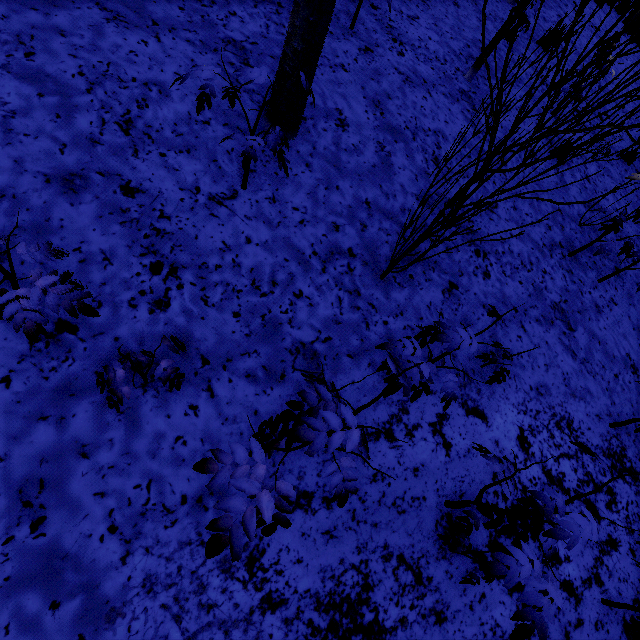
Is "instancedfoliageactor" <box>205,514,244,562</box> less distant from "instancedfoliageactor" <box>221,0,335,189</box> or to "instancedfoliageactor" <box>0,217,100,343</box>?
"instancedfoliageactor" <box>0,217,100,343</box>

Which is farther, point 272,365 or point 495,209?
point 495,209

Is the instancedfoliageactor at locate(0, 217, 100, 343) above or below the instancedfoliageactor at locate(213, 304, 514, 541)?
below

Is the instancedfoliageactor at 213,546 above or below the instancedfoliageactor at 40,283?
above

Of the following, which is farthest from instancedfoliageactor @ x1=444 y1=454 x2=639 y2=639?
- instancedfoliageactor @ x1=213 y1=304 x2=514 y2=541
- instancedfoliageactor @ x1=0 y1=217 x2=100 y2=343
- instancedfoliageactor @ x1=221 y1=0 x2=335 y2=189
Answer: instancedfoliageactor @ x1=221 y1=0 x2=335 y2=189

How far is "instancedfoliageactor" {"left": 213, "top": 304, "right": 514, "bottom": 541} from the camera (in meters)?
1.07

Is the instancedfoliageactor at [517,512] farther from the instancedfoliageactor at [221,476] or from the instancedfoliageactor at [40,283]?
the instancedfoliageactor at [40,283]
